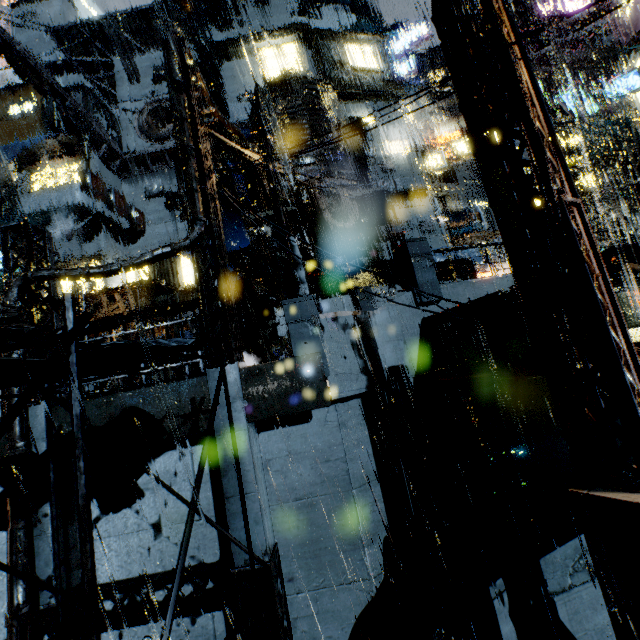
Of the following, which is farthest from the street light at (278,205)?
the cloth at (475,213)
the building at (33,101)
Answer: the cloth at (475,213)

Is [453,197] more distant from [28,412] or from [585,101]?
[28,412]

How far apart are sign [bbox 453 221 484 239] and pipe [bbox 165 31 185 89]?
17.8m

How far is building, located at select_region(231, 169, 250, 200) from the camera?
22.69m

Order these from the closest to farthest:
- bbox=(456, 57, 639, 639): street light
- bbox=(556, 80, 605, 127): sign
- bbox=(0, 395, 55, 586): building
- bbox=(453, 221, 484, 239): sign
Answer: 1. bbox=(456, 57, 639, 639): street light
2. bbox=(0, 395, 55, 586): building
3. bbox=(556, 80, 605, 127): sign
4. bbox=(453, 221, 484, 239): sign

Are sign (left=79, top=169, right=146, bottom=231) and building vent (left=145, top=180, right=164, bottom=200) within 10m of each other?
yes

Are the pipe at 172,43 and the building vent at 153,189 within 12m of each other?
no
